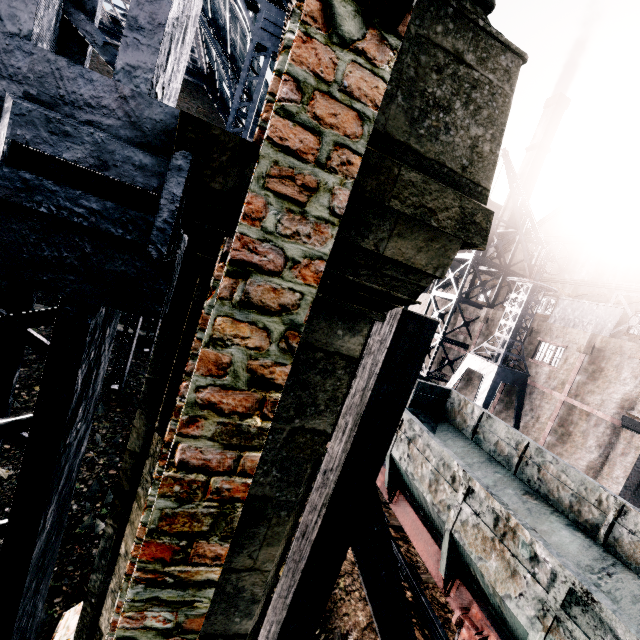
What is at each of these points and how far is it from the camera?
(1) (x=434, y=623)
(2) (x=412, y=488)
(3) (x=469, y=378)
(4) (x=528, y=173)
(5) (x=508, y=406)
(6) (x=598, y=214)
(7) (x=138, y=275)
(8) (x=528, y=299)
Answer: (1) railway, 7.4m
(2) rail car, 8.5m
(3) building, 29.2m
(4) chimney, 44.0m
(5) building, 24.9m
(6) building, 26.8m
(7) building, 2.4m
(8) crane, 22.0m

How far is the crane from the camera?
21.1 meters

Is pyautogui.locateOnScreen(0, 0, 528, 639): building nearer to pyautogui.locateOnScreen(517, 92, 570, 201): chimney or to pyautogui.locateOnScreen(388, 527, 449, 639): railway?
pyautogui.locateOnScreen(517, 92, 570, 201): chimney

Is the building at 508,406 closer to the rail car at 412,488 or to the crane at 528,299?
the crane at 528,299

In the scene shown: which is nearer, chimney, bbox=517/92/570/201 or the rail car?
the rail car

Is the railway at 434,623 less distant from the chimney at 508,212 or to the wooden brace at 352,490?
the wooden brace at 352,490

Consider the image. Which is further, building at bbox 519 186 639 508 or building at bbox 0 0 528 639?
building at bbox 519 186 639 508

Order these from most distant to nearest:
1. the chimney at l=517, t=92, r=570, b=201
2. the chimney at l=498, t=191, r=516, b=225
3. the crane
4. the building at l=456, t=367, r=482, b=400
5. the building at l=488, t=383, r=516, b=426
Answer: the chimney at l=498, t=191, r=516, b=225, the chimney at l=517, t=92, r=570, b=201, the building at l=456, t=367, r=482, b=400, the building at l=488, t=383, r=516, b=426, the crane
